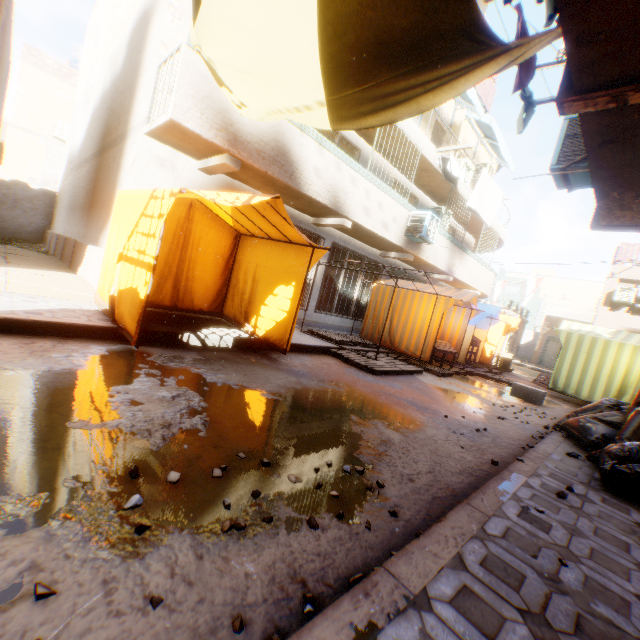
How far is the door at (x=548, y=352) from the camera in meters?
25.3 m

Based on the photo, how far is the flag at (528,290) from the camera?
18.11m

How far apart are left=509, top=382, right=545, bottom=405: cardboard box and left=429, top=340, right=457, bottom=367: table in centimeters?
126cm

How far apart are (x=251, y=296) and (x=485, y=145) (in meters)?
15.70

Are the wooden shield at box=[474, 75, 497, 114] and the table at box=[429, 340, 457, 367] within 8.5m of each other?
no

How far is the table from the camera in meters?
10.1

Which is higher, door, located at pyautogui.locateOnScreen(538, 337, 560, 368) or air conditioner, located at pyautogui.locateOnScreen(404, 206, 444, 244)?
air conditioner, located at pyautogui.locateOnScreen(404, 206, 444, 244)

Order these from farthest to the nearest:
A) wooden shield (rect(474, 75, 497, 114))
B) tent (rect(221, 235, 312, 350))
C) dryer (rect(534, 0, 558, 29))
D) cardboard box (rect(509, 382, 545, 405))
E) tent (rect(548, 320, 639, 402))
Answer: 1. wooden shield (rect(474, 75, 497, 114))
2. tent (rect(548, 320, 639, 402))
3. cardboard box (rect(509, 382, 545, 405))
4. tent (rect(221, 235, 312, 350))
5. dryer (rect(534, 0, 558, 29))
